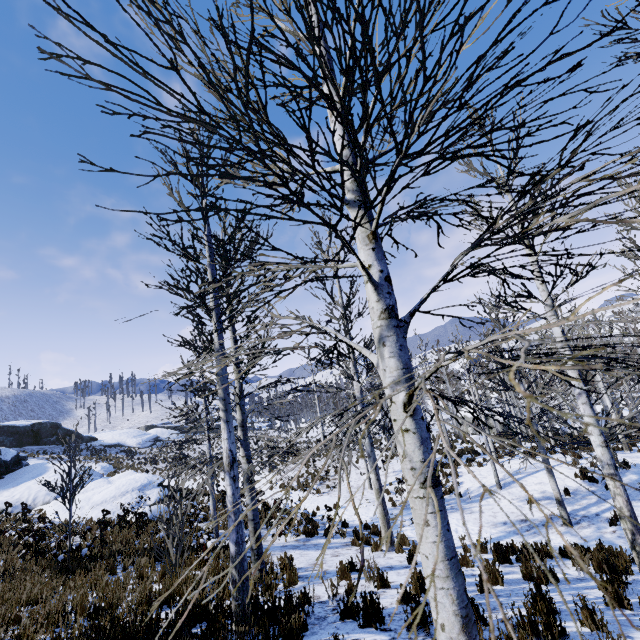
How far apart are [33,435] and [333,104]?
50.66m

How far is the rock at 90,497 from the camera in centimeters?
1606cm

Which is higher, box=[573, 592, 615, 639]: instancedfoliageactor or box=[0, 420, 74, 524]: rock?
Result: box=[0, 420, 74, 524]: rock

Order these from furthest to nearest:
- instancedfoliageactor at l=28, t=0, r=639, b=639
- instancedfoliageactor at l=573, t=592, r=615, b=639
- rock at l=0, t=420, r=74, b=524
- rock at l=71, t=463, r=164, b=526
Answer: rock at l=0, t=420, r=74, b=524 < rock at l=71, t=463, r=164, b=526 < instancedfoliageactor at l=573, t=592, r=615, b=639 < instancedfoliageactor at l=28, t=0, r=639, b=639

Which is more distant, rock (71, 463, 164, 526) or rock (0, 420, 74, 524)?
rock (0, 420, 74, 524)

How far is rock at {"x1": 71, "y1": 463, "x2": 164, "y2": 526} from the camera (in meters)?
16.06

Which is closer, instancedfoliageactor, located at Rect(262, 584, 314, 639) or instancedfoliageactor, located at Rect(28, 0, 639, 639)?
instancedfoliageactor, located at Rect(28, 0, 639, 639)

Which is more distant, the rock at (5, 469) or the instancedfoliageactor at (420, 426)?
the rock at (5, 469)
